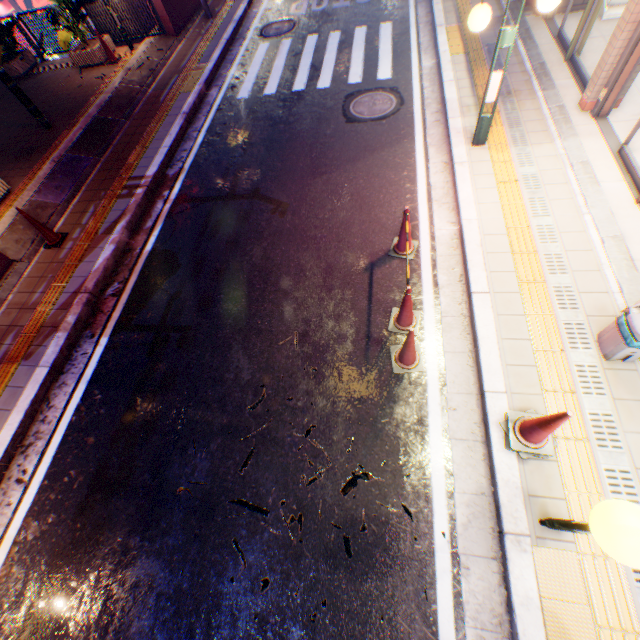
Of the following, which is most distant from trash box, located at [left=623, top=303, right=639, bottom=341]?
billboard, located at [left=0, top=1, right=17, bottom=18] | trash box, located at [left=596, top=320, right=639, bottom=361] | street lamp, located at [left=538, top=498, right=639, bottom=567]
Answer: billboard, located at [left=0, top=1, right=17, bottom=18]

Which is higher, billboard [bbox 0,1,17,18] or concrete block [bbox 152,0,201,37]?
concrete block [bbox 152,0,201,37]

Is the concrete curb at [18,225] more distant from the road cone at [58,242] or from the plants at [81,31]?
the plants at [81,31]

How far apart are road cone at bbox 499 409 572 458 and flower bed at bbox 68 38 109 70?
14.5m

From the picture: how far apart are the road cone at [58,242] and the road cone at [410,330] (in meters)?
6.42

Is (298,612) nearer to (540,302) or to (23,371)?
(540,302)

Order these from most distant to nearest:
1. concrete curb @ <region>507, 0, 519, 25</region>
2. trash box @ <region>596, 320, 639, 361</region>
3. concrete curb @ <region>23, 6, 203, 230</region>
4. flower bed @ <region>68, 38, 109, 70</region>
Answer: flower bed @ <region>68, 38, 109, 70</region>, concrete curb @ <region>507, 0, 519, 25</region>, concrete curb @ <region>23, 6, 203, 230</region>, trash box @ <region>596, 320, 639, 361</region>

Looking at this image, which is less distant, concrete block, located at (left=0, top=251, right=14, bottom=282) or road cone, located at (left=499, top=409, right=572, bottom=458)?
road cone, located at (left=499, top=409, right=572, bottom=458)
